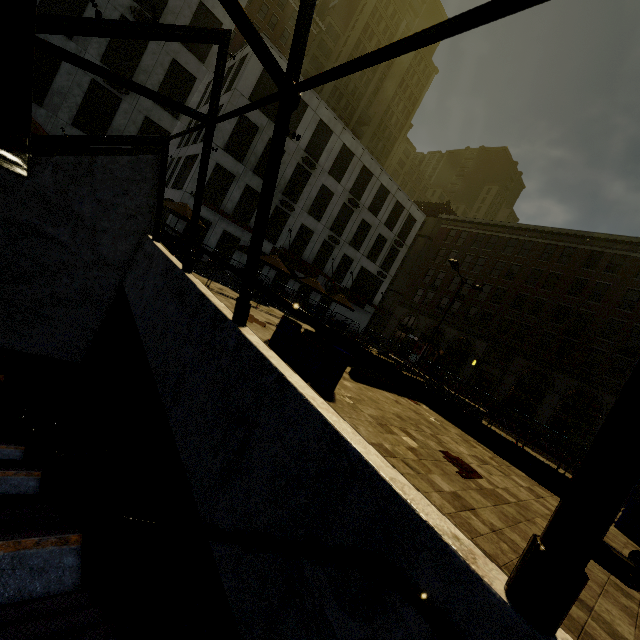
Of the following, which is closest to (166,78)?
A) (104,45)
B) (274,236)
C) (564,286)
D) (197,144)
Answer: (104,45)

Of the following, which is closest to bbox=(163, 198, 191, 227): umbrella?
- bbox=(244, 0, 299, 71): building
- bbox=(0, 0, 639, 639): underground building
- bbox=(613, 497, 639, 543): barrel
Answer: bbox=(0, 0, 639, 639): underground building

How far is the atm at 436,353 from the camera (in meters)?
37.78

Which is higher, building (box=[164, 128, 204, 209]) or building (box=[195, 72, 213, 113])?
building (box=[195, 72, 213, 113])

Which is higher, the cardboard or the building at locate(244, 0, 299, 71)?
the building at locate(244, 0, 299, 71)

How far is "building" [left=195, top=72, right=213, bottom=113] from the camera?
27.5 meters

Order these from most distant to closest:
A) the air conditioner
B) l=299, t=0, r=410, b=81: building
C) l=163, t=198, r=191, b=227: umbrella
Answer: l=299, t=0, r=410, b=81: building
the air conditioner
l=163, t=198, r=191, b=227: umbrella

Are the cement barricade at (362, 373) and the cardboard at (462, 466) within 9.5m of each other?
yes
